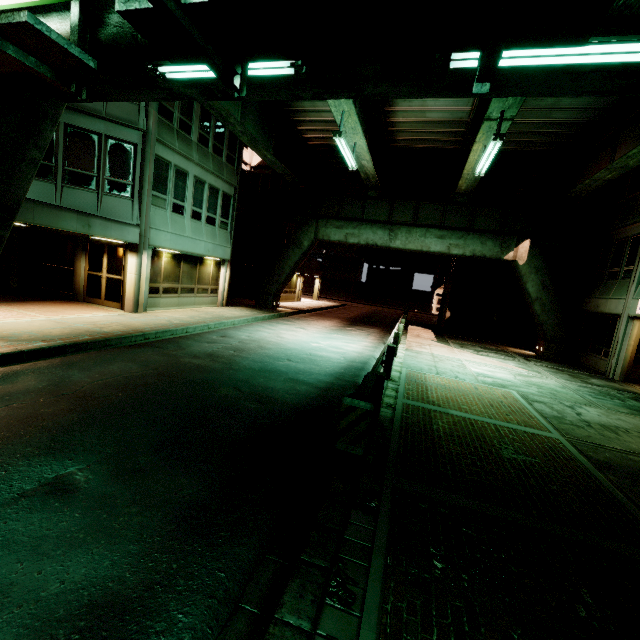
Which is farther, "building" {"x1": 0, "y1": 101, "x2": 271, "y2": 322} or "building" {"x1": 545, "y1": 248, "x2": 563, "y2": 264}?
"building" {"x1": 545, "y1": 248, "x2": 563, "y2": 264}

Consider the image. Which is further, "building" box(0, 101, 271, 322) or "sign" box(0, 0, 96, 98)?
"building" box(0, 101, 271, 322)

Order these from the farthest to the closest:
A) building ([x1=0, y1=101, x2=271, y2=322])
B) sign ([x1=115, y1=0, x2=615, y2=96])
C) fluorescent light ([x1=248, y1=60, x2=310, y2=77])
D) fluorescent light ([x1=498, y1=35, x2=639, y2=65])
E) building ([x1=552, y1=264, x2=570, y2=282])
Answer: building ([x1=552, y1=264, x2=570, y2=282]), building ([x1=0, y1=101, x2=271, y2=322]), fluorescent light ([x1=248, y1=60, x2=310, y2=77]), fluorescent light ([x1=498, y1=35, x2=639, y2=65]), sign ([x1=115, y1=0, x2=615, y2=96])

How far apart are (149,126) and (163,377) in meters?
11.4 m

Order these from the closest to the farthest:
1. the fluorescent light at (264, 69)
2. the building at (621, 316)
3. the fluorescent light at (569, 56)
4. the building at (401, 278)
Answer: the fluorescent light at (569, 56) → the fluorescent light at (264, 69) → the building at (621, 316) → the building at (401, 278)

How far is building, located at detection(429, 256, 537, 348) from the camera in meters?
22.6 m

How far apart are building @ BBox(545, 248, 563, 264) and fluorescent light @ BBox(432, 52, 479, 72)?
20.9 meters

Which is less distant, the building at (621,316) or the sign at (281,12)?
the sign at (281,12)
